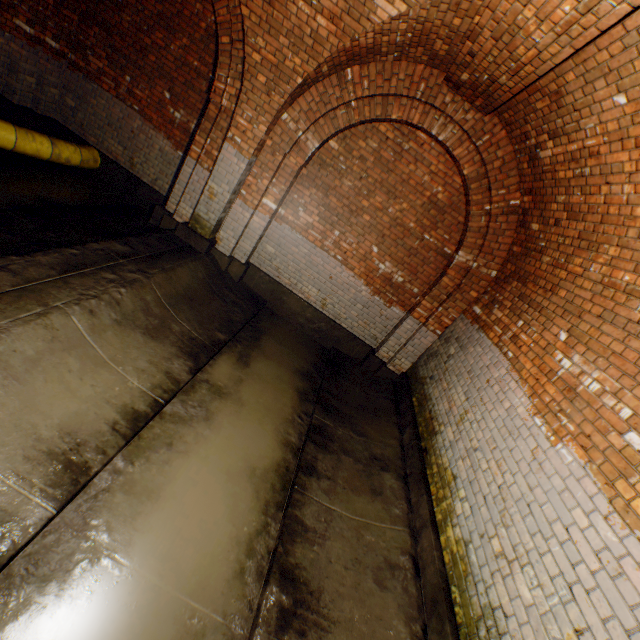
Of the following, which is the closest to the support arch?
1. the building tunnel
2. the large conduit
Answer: the building tunnel

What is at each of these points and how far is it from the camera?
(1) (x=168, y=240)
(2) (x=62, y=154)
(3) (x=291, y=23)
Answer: (1) building tunnel, 5.4m
(2) large conduit, 5.7m
(3) support arch, 4.1m

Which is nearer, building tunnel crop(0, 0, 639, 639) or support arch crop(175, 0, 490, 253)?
building tunnel crop(0, 0, 639, 639)

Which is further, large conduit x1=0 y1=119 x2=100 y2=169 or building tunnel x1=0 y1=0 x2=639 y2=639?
large conduit x1=0 y1=119 x2=100 y2=169

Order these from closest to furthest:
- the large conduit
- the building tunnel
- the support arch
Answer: the building tunnel → the support arch → the large conduit

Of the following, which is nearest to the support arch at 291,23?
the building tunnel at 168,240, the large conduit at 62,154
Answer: the building tunnel at 168,240
